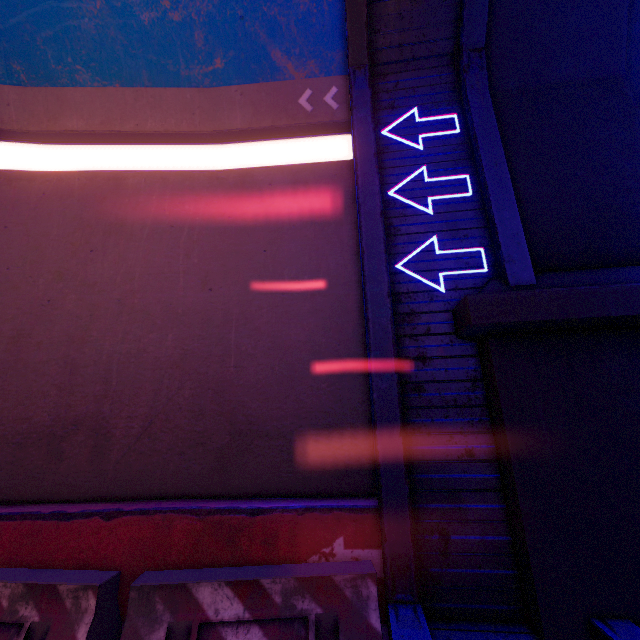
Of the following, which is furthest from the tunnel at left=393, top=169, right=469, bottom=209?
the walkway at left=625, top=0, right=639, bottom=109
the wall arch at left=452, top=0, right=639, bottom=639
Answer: the walkway at left=625, top=0, right=639, bottom=109

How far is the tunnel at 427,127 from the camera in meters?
6.0 m

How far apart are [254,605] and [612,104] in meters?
9.4 m

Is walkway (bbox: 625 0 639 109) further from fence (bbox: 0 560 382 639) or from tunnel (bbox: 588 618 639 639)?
fence (bbox: 0 560 382 639)

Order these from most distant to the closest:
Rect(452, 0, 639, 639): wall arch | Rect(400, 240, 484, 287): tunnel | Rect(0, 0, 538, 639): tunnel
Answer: Rect(400, 240, 484, 287): tunnel → Rect(0, 0, 538, 639): tunnel → Rect(452, 0, 639, 639): wall arch

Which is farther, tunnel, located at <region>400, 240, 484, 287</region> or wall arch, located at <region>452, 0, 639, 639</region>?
tunnel, located at <region>400, 240, 484, 287</region>
